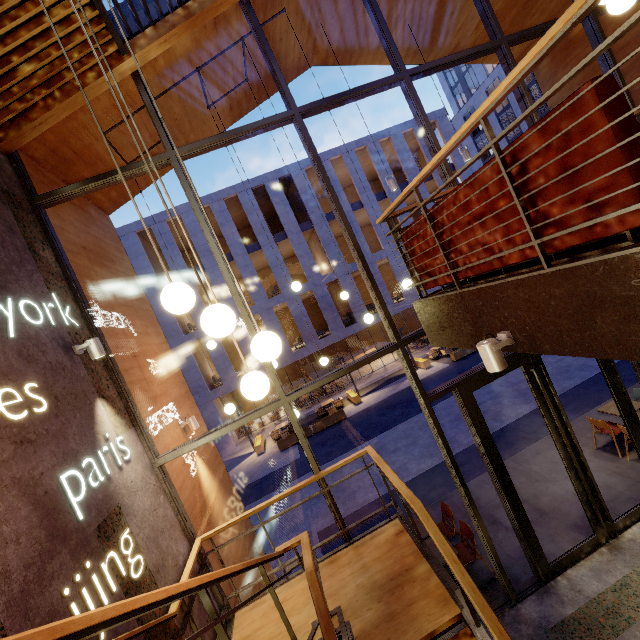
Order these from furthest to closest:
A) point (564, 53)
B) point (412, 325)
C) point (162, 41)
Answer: point (412, 325)
point (564, 53)
point (162, 41)

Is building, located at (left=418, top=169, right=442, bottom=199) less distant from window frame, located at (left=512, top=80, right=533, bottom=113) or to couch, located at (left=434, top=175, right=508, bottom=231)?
window frame, located at (left=512, top=80, right=533, bottom=113)

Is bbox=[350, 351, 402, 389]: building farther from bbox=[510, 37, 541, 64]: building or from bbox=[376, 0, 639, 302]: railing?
bbox=[376, 0, 639, 302]: railing

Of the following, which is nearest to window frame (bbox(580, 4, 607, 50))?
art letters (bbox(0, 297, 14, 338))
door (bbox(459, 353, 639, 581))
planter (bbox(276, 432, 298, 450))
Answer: door (bbox(459, 353, 639, 581))

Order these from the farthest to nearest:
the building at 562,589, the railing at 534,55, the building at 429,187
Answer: the building at 429,187
the building at 562,589
the railing at 534,55

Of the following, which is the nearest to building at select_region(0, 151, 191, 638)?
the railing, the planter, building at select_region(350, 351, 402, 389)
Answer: the railing

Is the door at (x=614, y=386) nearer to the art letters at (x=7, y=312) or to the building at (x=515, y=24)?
the building at (x=515, y=24)

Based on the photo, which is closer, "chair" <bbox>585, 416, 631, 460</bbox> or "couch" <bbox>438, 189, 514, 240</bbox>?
"couch" <bbox>438, 189, 514, 240</bbox>
